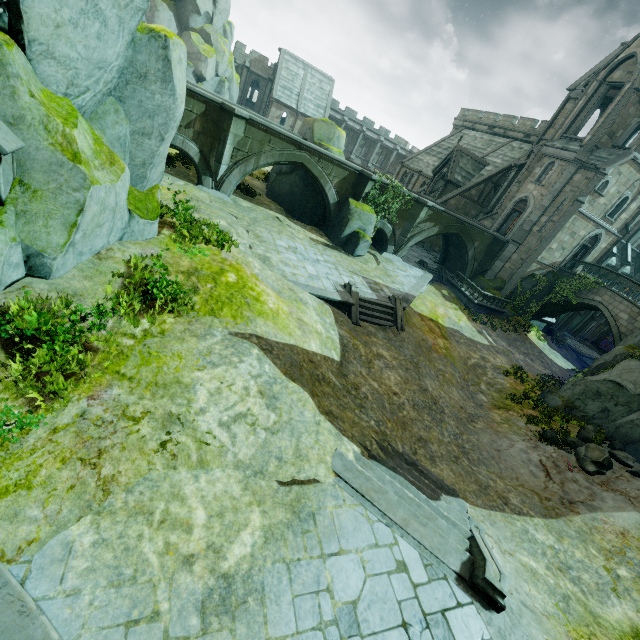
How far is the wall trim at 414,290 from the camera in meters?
19.2

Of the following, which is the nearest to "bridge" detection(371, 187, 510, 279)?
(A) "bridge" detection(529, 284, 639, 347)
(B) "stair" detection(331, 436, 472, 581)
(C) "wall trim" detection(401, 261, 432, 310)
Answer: (C) "wall trim" detection(401, 261, 432, 310)

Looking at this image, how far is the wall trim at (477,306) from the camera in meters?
26.9 m

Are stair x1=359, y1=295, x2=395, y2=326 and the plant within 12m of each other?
yes

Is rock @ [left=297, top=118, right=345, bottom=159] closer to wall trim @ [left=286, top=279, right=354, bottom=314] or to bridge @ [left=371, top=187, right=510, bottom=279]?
bridge @ [left=371, top=187, right=510, bottom=279]

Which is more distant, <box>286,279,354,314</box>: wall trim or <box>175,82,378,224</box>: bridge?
<box>175,82,378,224</box>: bridge

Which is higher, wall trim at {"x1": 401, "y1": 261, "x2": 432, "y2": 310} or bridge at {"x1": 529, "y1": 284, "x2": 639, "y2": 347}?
bridge at {"x1": 529, "y1": 284, "x2": 639, "y2": 347}

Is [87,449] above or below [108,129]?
below
